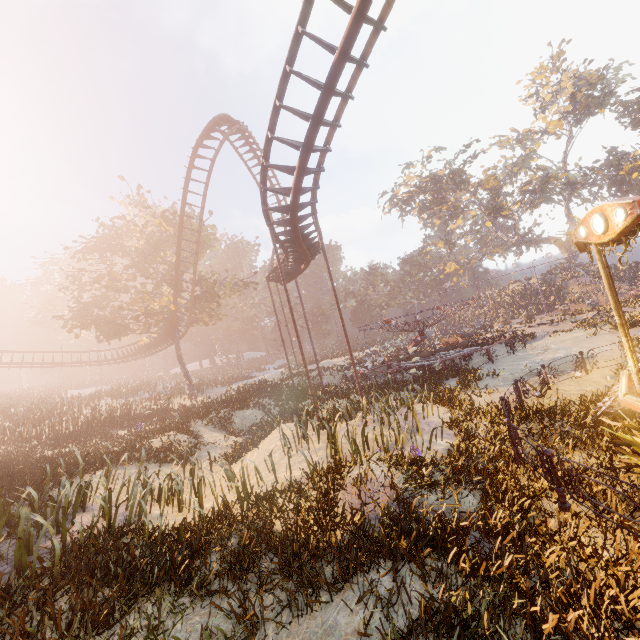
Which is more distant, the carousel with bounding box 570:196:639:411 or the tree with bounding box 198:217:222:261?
the tree with bounding box 198:217:222:261

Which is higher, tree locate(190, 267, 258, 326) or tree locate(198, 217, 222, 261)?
tree locate(198, 217, 222, 261)

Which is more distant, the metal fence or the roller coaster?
the roller coaster

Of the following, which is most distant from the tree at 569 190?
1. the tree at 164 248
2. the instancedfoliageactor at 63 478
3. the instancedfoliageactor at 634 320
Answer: the instancedfoliageactor at 63 478

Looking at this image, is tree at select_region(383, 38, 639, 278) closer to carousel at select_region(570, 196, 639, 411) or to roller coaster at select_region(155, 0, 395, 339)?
roller coaster at select_region(155, 0, 395, 339)

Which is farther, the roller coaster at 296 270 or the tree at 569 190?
the tree at 569 190

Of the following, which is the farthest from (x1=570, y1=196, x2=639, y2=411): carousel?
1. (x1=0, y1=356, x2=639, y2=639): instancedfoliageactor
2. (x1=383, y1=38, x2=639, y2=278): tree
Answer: (x1=383, y1=38, x2=639, y2=278): tree

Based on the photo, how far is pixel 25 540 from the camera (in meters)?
6.16
